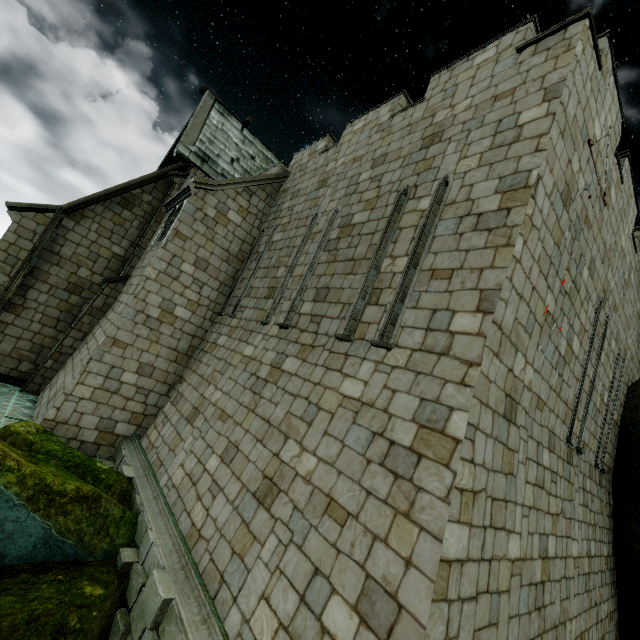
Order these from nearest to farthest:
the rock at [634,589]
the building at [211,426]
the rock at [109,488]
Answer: the building at [211,426] → the rock at [109,488] → the rock at [634,589]

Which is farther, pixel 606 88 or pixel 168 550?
pixel 606 88

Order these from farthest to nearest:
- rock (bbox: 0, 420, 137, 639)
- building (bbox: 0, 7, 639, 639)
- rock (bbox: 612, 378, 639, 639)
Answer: rock (bbox: 612, 378, 639, 639) < rock (bbox: 0, 420, 137, 639) < building (bbox: 0, 7, 639, 639)

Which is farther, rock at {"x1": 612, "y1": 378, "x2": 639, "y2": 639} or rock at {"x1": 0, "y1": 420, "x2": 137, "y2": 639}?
rock at {"x1": 612, "y1": 378, "x2": 639, "y2": 639}

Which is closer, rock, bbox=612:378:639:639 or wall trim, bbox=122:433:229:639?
wall trim, bbox=122:433:229:639

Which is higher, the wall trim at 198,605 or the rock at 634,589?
the rock at 634,589

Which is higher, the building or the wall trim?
the building

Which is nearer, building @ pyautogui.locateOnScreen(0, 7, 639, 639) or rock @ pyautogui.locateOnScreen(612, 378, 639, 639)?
building @ pyautogui.locateOnScreen(0, 7, 639, 639)
